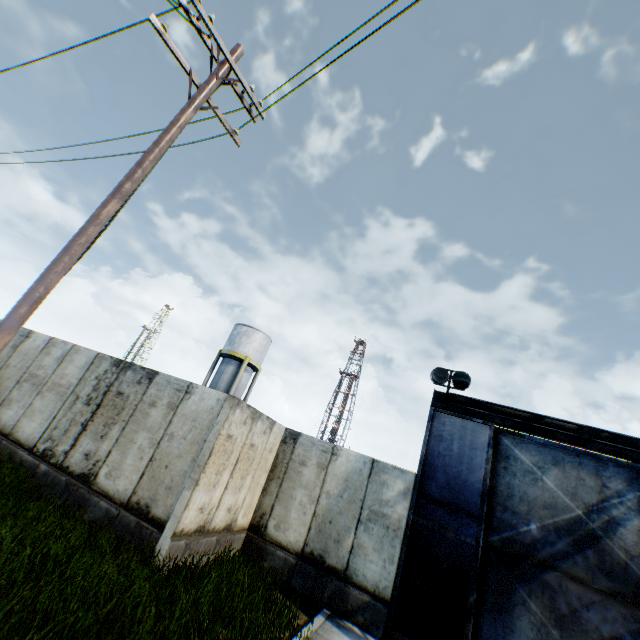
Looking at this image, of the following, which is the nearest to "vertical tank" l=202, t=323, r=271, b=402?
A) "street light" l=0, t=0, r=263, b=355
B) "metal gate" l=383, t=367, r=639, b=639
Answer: "metal gate" l=383, t=367, r=639, b=639

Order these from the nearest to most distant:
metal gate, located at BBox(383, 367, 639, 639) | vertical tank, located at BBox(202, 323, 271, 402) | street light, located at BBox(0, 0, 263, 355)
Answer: street light, located at BBox(0, 0, 263, 355), metal gate, located at BBox(383, 367, 639, 639), vertical tank, located at BBox(202, 323, 271, 402)

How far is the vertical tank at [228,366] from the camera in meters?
29.2

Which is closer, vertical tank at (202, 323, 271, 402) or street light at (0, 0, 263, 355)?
street light at (0, 0, 263, 355)

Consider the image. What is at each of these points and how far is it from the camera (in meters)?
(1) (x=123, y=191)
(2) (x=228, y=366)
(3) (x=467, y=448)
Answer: (1) street light, 4.98
(2) vertical tank, 29.78
(3) metal gate, 8.66

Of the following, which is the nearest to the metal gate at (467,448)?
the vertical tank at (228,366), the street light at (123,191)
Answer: the street light at (123,191)

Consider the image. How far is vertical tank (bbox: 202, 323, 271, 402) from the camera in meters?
29.2

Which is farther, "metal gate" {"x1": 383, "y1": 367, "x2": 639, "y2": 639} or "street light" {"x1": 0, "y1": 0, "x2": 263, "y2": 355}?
"metal gate" {"x1": 383, "y1": 367, "x2": 639, "y2": 639}
